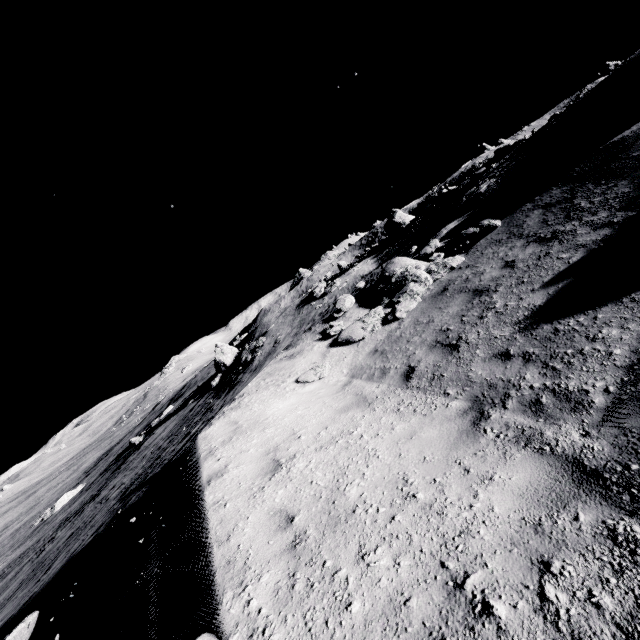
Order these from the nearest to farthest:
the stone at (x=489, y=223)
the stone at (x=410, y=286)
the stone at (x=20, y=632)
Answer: the stone at (x=20, y=632), the stone at (x=410, y=286), the stone at (x=489, y=223)

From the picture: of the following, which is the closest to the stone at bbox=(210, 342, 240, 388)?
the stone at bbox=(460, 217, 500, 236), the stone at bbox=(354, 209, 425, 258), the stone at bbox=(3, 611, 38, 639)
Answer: the stone at bbox=(354, 209, 425, 258)

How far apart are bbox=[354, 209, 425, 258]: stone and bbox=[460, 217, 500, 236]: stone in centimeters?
2327cm

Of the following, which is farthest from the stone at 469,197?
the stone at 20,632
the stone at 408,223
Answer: the stone at 20,632

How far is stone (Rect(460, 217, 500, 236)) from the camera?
11.1m

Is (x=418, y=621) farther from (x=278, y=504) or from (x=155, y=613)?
(x=155, y=613)

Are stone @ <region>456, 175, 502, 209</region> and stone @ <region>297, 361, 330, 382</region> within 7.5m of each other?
no

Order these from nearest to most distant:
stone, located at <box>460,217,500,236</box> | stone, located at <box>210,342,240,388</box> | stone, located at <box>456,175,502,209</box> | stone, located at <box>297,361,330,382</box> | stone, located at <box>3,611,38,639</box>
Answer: stone, located at <box>3,611,38,639</box>, stone, located at <box>297,361,330,382</box>, stone, located at <box>460,217,500,236</box>, stone, located at <box>456,175,502,209</box>, stone, located at <box>210,342,240,388</box>
